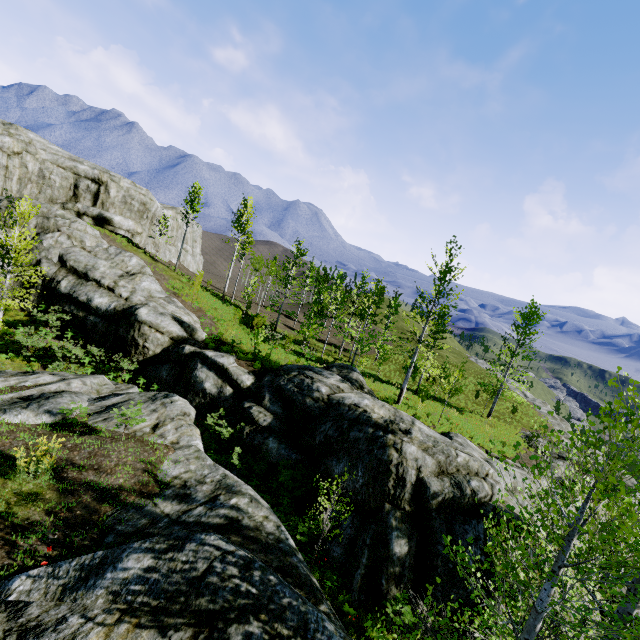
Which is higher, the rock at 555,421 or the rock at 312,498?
the rock at 555,421

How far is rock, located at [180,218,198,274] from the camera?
52.16m

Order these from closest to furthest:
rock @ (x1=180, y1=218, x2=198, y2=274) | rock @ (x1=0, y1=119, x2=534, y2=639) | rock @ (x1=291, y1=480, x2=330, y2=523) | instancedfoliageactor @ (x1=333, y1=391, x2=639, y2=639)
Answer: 1. instancedfoliageactor @ (x1=333, y1=391, x2=639, y2=639)
2. rock @ (x1=0, y1=119, x2=534, y2=639)
3. rock @ (x1=291, y1=480, x2=330, y2=523)
4. rock @ (x1=180, y1=218, x2=198, y2=274)

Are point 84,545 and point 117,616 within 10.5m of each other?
yes

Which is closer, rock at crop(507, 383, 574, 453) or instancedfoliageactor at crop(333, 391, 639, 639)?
instancedfoliageactor at crop(333, 391, 639, 639)

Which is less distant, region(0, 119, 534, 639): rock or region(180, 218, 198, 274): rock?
region(0, 119, 534, 639): rock
